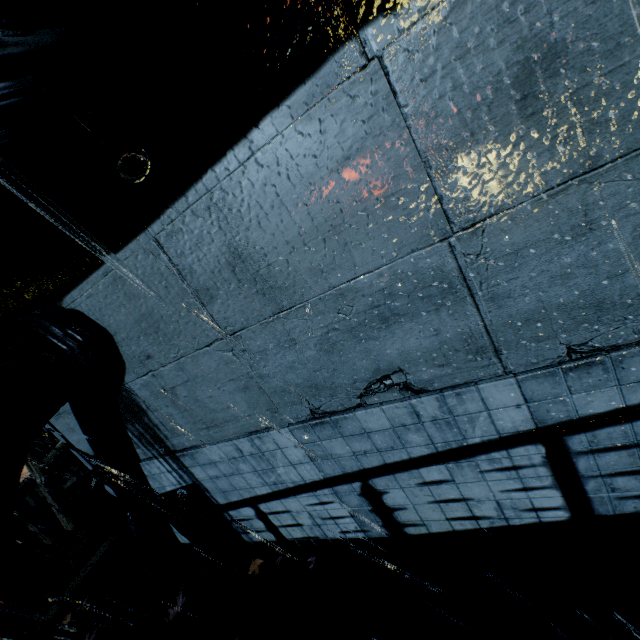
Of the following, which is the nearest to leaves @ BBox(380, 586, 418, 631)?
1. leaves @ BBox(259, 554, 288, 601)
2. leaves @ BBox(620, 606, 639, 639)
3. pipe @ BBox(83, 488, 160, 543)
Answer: leaves @ BBox(259, 554, 288, 601)

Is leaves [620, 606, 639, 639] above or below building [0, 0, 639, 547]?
below

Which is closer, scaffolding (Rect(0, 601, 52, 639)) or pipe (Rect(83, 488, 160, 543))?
scaffolding (Rect(0, 601, 52, 639))

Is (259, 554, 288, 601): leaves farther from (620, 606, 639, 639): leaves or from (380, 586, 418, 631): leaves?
(620, 606, 639, 639): leaves

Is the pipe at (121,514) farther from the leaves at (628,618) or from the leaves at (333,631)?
the leaves at (628,618)

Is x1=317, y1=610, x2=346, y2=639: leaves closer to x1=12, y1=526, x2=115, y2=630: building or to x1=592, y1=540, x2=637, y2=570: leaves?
x1=12, y1=526, x2=115, y2=630: building

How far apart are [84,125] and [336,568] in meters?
5.1

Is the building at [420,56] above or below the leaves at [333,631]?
above
